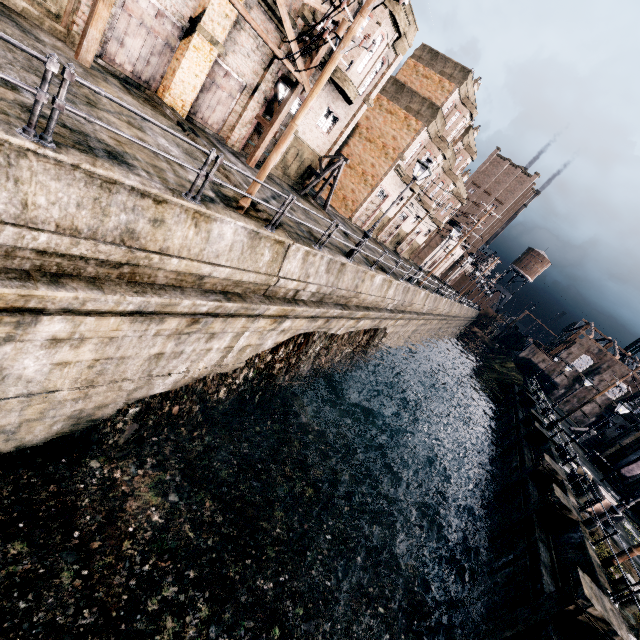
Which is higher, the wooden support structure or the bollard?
the wooden support structure

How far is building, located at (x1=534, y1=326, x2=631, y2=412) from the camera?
53.0 meters

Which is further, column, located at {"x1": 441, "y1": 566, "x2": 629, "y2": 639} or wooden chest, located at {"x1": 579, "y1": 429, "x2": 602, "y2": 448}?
wooden chest, located at {"x1": 579, "y1": 429, "x2": 602, "y2": 448}

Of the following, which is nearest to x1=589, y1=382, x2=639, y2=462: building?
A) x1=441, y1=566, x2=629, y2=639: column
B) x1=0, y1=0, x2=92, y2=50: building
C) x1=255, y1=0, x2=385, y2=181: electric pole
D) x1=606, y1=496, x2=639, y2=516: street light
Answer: x1=606, y1=496, x2=639, y2=516: street light

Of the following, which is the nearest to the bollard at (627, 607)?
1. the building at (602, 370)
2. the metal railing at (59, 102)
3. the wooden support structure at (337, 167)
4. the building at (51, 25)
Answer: the metal railing at (59, 102)

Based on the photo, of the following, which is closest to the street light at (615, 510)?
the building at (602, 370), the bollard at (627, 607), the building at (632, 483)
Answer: the bollard at (627, 607)

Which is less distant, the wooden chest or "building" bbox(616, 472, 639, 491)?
"building" bbox(616, 472, 639, 491)

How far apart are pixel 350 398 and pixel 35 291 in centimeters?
2021cm
